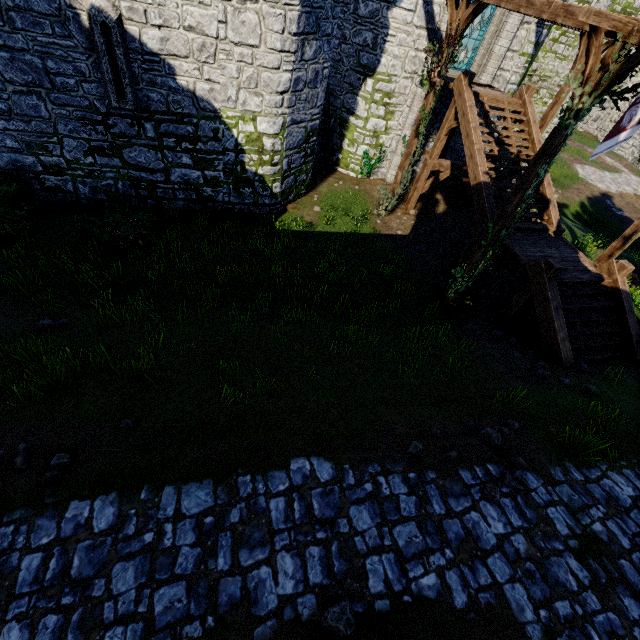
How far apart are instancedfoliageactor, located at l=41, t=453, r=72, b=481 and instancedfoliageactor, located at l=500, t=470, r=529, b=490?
6.2 meters

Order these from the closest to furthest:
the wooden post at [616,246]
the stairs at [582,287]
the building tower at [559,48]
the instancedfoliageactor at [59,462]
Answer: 1. the instancedfoliageactor at [59,462]
2. the stairs at [582,287]
3. the wooden post at [616,246]
4. the building tower at [559,48]

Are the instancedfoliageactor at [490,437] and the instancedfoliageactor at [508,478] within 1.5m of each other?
yes

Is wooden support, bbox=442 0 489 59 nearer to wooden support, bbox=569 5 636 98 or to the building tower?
wooden support, bbox=569 5 636 98

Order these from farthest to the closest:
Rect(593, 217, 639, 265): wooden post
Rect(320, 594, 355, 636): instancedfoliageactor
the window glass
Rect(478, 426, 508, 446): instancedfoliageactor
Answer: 1. the window glass
2. Rect(593, 217, 639, 265): wooden post
3. Rect(478, 426, 508, 446): instancedfoliageactor
4. Rect(320, 594, 355, 636): instancedfoliageactor

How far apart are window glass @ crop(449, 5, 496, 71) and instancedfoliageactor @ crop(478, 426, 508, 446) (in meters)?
16.17

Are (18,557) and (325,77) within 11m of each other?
no

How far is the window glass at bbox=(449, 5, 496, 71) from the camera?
13.4m
